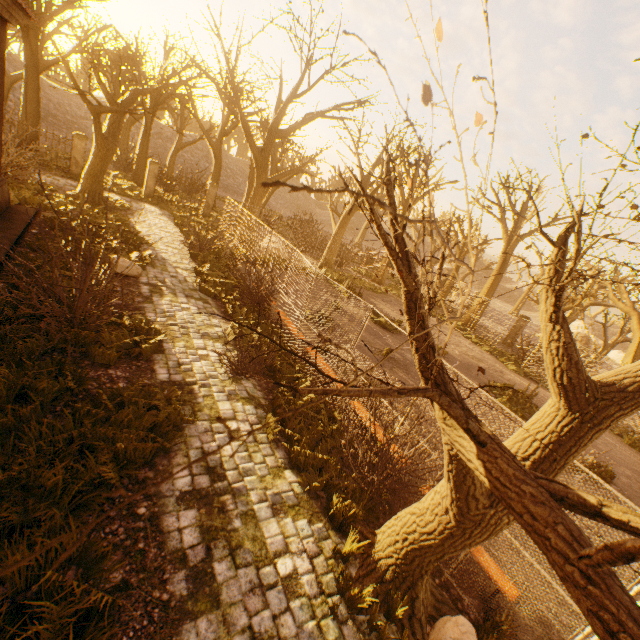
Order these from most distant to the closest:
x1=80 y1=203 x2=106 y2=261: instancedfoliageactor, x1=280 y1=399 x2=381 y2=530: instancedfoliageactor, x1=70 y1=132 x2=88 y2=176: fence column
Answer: x1=70 y1=132 x2=88 y2=176: fence column, x1=80 y1=203 x2=106 y2=261: instancedfoliageactor, x1=280 y1=399 x2=381 y2=530: instancedfoliageactor

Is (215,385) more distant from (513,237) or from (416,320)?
(513,237)

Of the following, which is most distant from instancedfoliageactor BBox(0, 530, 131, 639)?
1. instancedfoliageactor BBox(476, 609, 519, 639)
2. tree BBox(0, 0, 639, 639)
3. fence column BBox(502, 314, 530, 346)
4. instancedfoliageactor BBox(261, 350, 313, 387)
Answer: fence column BBox(502, 314, 530, 346)

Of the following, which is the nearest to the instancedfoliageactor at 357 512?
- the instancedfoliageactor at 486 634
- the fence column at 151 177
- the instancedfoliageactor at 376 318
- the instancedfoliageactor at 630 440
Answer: the instancedfoliageactor at 486 634

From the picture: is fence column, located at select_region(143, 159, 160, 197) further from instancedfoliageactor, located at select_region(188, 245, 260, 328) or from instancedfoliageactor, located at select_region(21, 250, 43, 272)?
instancedfoliageactor, located at select_region(21, 250, 43, 272)

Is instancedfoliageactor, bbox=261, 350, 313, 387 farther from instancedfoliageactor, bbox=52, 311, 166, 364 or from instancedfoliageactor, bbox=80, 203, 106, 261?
instancedfoliageactor, bbox=80, 203, 106, 261

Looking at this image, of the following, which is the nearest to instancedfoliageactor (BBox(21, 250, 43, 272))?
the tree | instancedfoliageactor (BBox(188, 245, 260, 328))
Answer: the tree

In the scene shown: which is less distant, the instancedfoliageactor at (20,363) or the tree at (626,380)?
the tree at (626,380)
